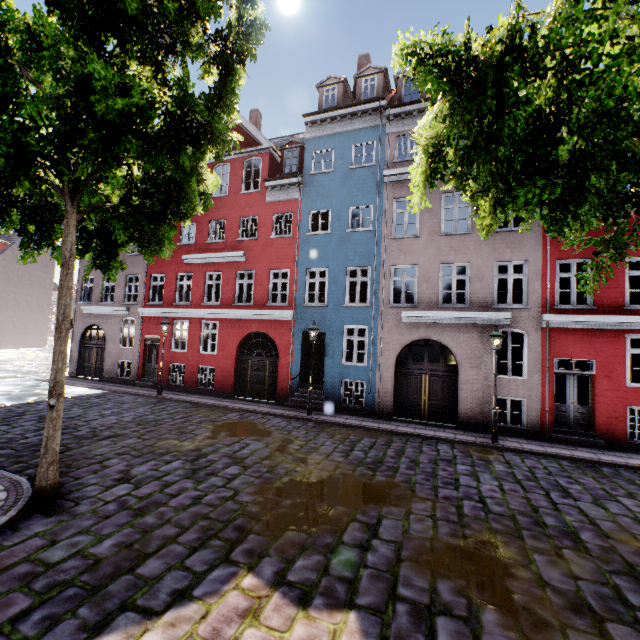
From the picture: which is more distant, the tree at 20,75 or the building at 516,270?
the building at 516,270

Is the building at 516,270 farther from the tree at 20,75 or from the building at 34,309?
the building at 34,309

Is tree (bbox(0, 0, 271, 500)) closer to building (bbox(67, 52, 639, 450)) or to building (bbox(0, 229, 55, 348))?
building (bbox(0, 229, 55, 348))

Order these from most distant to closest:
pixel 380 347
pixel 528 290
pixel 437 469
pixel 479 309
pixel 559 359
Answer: pixel 559 359 → pixel 380 347 → pixel 479 309 → pixel 528 290 → pixel 437 469

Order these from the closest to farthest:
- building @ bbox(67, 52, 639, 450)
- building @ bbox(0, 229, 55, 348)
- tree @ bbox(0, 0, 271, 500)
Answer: tree @ bbox(0, 0, 271, 500) → building @ bbox(67, 52, 639, 450) → building @ bbox(0, 229, 55, 348)

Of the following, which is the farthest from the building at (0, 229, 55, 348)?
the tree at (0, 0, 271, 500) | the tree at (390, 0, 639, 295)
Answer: the tree at (390, 0, 639, 295)

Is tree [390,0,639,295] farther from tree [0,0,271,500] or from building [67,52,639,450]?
tree [0,0,271,500]
